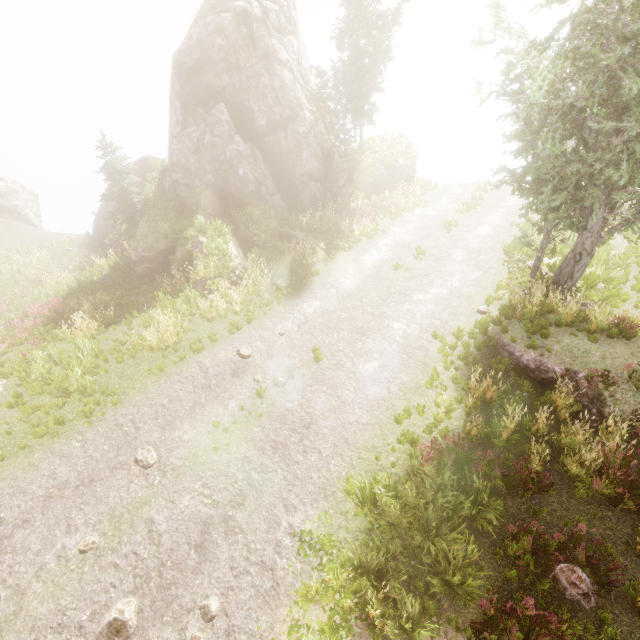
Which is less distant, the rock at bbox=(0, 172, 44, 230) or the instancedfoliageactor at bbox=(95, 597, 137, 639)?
the instancedfoliageactor at bbox=(95, 597, 137, 639)

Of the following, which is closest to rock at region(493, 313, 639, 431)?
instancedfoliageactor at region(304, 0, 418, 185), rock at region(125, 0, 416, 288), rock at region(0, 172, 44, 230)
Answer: instancedfoliageactor at region(304, 0, 418, 185)

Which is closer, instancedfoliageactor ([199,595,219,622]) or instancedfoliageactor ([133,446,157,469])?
instancedfoliageactor ([199,595,219,622])

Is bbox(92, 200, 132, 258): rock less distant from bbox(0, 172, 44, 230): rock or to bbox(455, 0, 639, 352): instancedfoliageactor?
bbox(455, 0, 639, 352): instancedfoliageactor

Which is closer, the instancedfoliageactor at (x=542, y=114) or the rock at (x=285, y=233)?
the instancedfoliageactor at (x=542, y=114)

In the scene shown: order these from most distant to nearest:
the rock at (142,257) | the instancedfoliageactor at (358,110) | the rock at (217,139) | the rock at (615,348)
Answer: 1. the instancedfoliageactor at (358,110)
2. the rock at (217,139)
3. the rock at (142,257)
4. the rock at (615,348)

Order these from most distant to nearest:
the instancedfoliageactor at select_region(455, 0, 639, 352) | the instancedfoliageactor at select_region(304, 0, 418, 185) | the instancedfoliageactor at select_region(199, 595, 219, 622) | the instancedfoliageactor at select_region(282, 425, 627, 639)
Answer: the instancedfoliageactor at select_region(304, 0, 418, 185)
the instancedfoliageactor at select_region(455, 0, 639, 352)
the instancedfoliageactor at select_region(199, 595, 219, 622)
the instancedfoliageactor at select_region(282, 425, 627, 639)

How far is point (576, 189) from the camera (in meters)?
11.29
